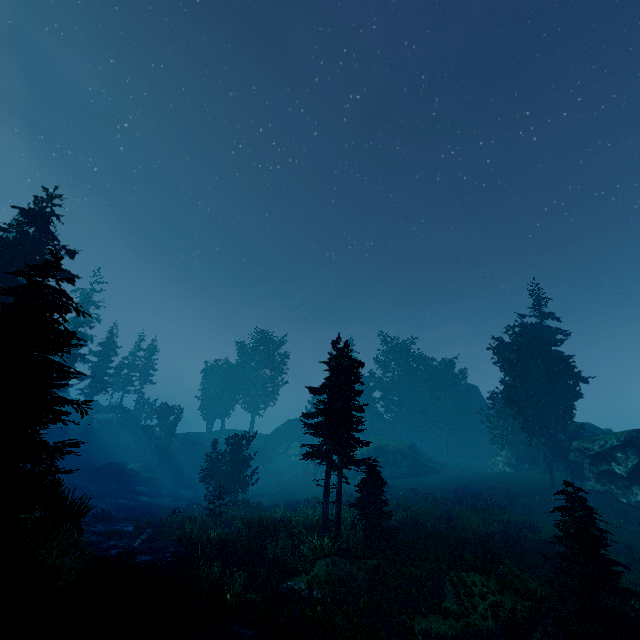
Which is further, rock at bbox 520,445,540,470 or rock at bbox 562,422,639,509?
rock at bbox 520,445,540,470

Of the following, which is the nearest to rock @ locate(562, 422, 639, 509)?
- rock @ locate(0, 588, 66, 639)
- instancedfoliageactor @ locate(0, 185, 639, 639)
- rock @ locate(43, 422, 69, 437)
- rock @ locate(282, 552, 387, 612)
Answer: instancedfoliageactor @ locate(0, 185, 639, 639)

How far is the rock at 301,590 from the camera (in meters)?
12.77

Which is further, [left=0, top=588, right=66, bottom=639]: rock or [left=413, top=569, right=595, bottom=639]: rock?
[left=413, top=569, right=595, bottom=639]: rock

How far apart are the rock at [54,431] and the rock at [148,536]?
36.1m

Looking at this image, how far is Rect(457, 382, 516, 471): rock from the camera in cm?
3756

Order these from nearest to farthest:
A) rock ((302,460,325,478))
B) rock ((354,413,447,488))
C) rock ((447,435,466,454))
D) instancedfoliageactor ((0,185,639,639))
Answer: instancedfoliageactor ((0,185,639,639))
rock ((354,413,447,488))
rock ((302,460,325,478))
rock ((447,435,466,454))

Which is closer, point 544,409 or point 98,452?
point 544,409
